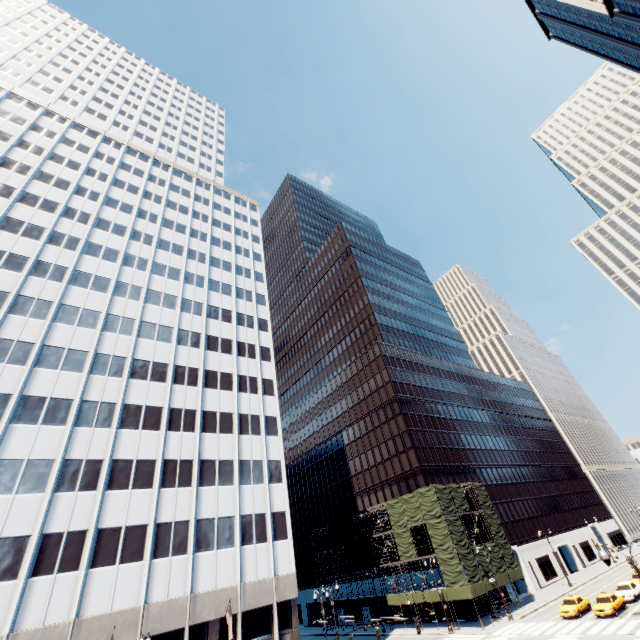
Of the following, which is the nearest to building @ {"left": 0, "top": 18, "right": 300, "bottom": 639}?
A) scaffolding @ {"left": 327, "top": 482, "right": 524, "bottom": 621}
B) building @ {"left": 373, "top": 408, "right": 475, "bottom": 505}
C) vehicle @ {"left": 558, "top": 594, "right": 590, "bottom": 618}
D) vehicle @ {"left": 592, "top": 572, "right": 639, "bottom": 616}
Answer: scaffolding @ {"left": 327, "top": 482, "right": 524, "bottom": 621}

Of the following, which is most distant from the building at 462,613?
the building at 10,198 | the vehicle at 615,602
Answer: the building at 10,198

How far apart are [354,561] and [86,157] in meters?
80.7 m

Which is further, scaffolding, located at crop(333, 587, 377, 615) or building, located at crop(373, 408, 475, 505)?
building, located at crop(373, 408, 475, 505)

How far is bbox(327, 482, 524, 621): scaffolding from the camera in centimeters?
4222cm

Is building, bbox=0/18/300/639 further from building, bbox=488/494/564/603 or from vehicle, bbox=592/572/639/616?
vehicle, bbox=592/572/639/616

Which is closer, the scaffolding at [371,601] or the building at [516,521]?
the scaffolding at [371,601]

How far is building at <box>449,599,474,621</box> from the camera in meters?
42.7 m
